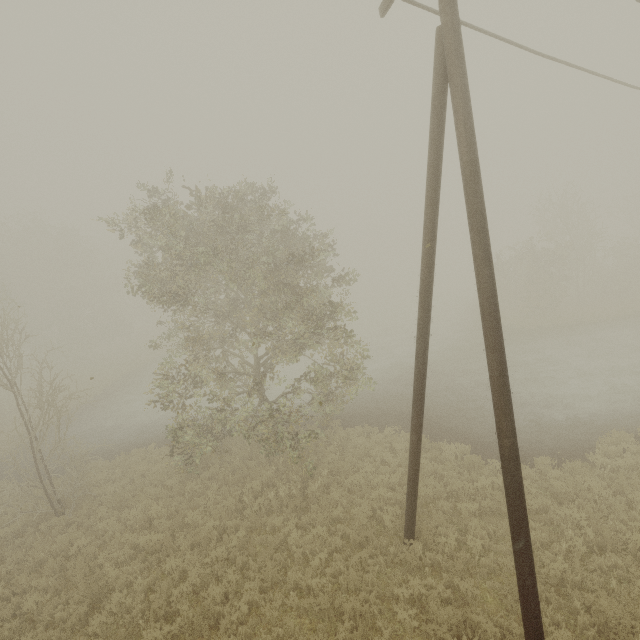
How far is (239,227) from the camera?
11.0m
